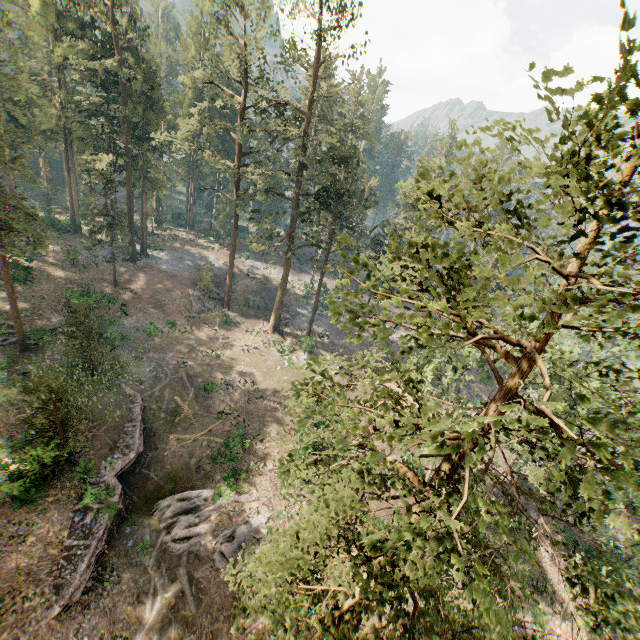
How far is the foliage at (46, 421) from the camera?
18.78m

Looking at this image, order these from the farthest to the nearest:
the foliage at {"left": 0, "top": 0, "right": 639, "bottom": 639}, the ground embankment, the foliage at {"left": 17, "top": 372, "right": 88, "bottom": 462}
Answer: the foliage at {"left": 17, "top": 372, "right": 88, "bottom": 462}, the ground embankment, the foliage at {"left": 0, "top": 0, "right": 639, "bottom": 639}

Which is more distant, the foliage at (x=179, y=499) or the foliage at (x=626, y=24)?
the foliage at (x=179, y=499)

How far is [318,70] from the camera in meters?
31.2 m

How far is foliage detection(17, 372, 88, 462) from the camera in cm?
1878

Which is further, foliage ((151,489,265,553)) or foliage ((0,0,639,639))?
foliage ((151,489,265,553))
